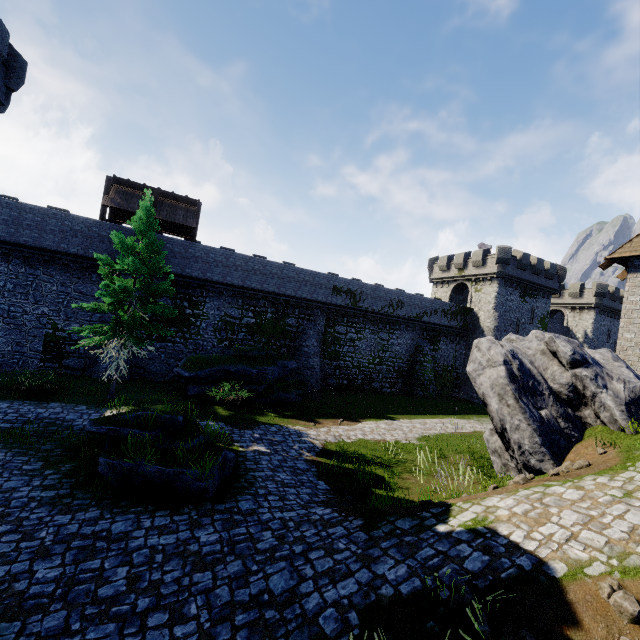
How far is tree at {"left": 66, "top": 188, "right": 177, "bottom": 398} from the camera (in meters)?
14.90

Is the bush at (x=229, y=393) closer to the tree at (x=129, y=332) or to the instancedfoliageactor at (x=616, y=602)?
the tree at (x=129, y=332)

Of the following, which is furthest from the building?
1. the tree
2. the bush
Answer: the bush

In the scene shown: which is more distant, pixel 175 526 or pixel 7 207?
pixel 7 207

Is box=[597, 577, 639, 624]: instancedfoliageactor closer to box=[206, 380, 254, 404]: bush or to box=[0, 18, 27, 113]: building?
box=[206, 380, 254, 404]: bush

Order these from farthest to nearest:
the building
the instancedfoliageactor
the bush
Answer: the bush
the building
the instancedfoliageactor

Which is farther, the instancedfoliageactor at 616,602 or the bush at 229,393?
the bush at 229,393

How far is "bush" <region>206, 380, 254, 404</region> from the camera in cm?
1753
